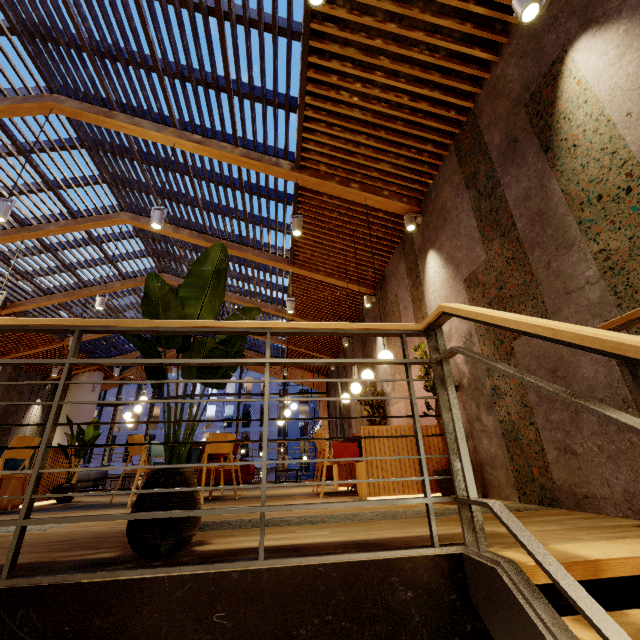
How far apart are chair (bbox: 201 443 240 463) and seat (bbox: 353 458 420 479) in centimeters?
156cm

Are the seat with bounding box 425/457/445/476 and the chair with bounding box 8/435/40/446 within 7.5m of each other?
yes

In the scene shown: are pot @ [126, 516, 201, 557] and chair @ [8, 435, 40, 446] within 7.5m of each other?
yes

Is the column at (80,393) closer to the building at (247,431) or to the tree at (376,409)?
the tree at (376,409)

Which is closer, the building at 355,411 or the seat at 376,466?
the seat at 376,466

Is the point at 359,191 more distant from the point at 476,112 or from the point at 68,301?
the point at 68,301

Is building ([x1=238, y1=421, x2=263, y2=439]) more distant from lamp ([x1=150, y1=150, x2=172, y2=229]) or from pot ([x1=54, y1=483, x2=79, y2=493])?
lamp ([x1=150, y1=150, x2=172, y2=229])

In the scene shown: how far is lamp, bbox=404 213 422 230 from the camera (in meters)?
5.04
